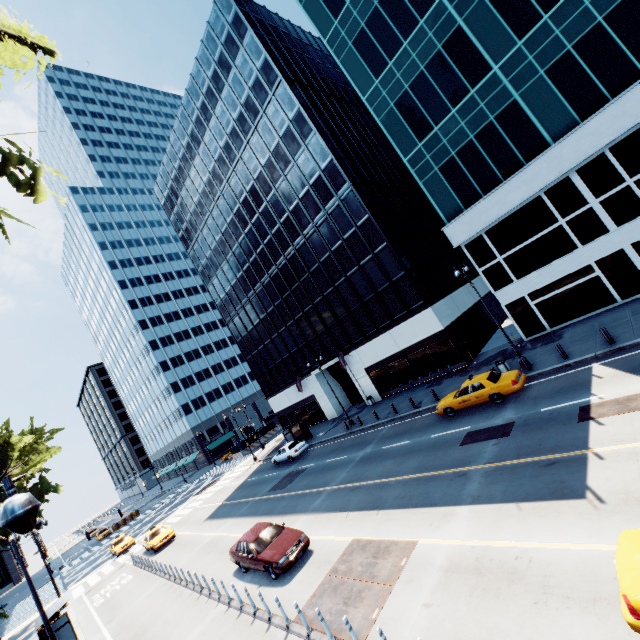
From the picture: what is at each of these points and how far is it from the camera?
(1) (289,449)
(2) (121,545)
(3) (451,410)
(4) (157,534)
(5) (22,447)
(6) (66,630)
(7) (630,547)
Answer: (1) vehicle, 31.4m
(2) vehicle, 34.3m
(3) vehicle, 19.2m
(4) vehicle, 28.7m
(5) tree, 32.0m
(6) bus stop, 16.9m
(7) vehicle, 5.8m

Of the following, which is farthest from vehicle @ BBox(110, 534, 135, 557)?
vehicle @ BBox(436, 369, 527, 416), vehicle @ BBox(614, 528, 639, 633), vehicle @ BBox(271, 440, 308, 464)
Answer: vehicle @ BBox(614, 528, 639, 633)

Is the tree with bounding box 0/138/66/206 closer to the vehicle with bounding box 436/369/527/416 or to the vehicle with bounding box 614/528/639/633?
the vehicle with bounding box 614/528/639/633

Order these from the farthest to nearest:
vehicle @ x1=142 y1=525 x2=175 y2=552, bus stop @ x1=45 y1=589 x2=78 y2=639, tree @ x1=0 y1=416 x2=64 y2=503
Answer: tree @ x1=0 y1=416 x2=64 y2=503, vehicle @ x1=142 y1=525 x2=175 y2=552, bus stop @ x1=45 y1=589 x2=78 y2=639

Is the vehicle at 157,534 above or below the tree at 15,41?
below

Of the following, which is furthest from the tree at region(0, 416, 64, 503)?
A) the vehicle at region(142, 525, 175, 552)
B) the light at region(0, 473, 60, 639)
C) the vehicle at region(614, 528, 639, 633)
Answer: the vehicle at region(614, 528, 639, 633)

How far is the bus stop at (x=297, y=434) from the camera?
35.38m

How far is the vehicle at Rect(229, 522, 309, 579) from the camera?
13.1 meters
